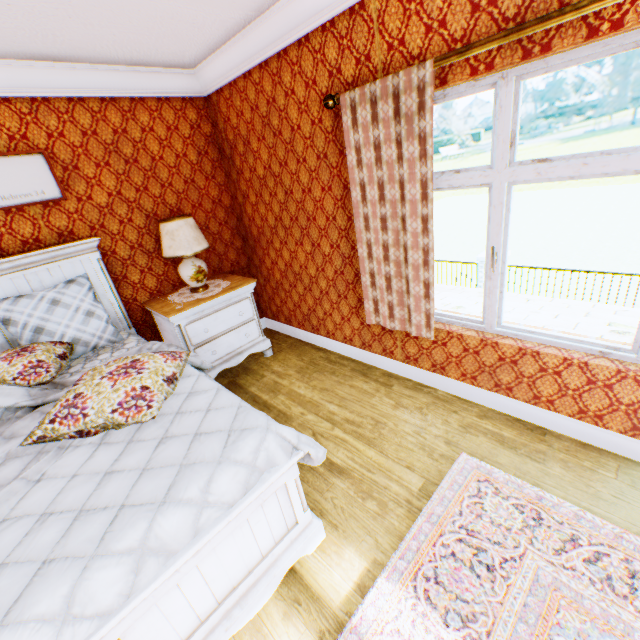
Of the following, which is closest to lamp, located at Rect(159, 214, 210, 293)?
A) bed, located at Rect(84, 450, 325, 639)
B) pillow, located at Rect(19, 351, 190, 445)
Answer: pillow, located at Rect(19, 351, 190, 445)

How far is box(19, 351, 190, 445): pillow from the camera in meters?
1.7 m

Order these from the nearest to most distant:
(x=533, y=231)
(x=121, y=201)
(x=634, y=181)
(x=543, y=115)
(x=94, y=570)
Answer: (x=94, y=570) < (x=121, y=201) < (x=533, y=231) < (x=634, y=181) < (x=543, y=115)

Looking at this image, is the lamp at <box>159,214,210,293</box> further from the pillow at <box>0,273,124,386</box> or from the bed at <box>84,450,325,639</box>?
the bed at <box>84,450,325,639</box>

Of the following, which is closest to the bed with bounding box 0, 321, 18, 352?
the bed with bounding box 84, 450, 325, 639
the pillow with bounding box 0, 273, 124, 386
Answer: the pillow with bounding box 0, 273, 124, 386

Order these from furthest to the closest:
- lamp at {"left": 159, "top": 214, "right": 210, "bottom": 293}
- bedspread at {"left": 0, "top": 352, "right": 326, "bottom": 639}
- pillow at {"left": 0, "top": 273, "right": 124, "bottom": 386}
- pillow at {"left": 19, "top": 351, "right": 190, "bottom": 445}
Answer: lamp at {"left": 159, "top": 214, "right": 210, "bottom": 293}
pillow at {"left": 0, "top": 273, "right": 124, "bottom": 386}
pillow at {"left": 19, "top": 351, "right": 190, "bottom": 445}
bedspread at {"left": 0, "top": 352, "right": 326, "bottom": 639}

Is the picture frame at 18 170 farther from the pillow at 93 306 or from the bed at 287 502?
the bed at 287 502

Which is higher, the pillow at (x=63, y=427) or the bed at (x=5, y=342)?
the bed at (x=5, y=342)
